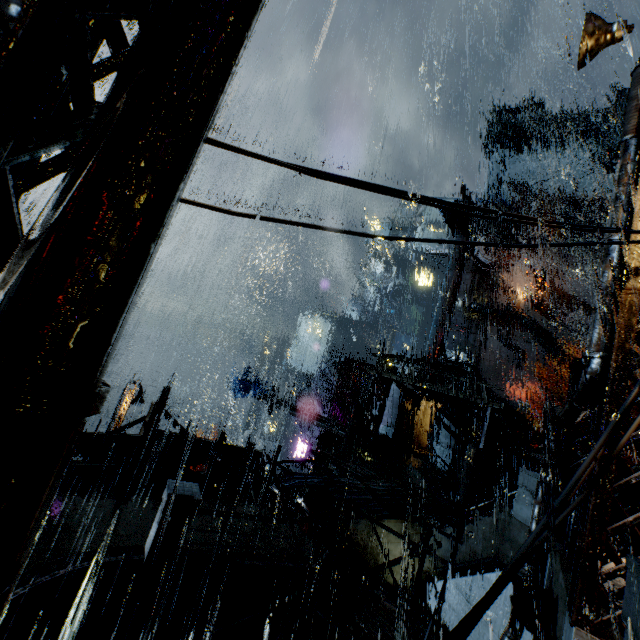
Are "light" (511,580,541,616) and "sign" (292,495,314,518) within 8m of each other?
yes

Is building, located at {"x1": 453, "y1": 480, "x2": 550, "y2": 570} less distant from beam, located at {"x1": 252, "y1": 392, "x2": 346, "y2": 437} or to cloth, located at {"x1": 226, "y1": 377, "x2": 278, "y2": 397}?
beam, located at {"x1": 252, "y1": 392, "x2": 346, "y2": 437}

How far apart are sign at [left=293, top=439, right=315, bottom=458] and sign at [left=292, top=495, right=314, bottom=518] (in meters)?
18.11

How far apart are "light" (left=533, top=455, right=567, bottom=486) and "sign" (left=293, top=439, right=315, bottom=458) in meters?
23.7 m

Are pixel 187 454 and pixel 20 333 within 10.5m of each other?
no

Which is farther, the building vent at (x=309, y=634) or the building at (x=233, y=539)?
the building at (x=233, y=539)

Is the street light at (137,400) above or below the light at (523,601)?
below

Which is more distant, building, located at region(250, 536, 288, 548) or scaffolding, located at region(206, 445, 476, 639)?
building, located at region(250, 536, 288, 548)
